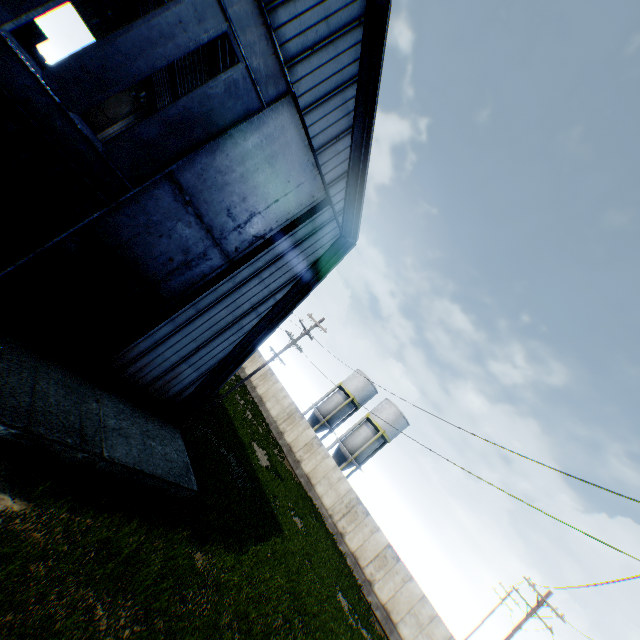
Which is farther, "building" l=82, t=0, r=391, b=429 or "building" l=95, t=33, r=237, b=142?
"building" l=95, t=33, r=237, b=142

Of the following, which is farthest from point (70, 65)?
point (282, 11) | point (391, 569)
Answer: point (391, 569)

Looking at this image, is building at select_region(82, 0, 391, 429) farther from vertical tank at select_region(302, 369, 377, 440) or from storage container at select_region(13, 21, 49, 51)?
vertical tank at select_region(302, 369, 377, 440)

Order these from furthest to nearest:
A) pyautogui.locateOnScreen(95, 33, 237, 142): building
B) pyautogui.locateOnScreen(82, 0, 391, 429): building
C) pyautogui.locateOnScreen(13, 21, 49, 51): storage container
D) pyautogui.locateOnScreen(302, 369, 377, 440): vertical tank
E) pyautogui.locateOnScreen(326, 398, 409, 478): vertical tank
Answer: pyautogui.locateOnScreen(302, 369, 377, 440): vertical tank → pyautogui.locateOnScreen(326, 398, 409, 478): vertical tank → pyautogui.locateOnScreen(13, 21, 49, 51): storage container → pyautogui.locateOnScreen(95, 33, 237, 142): building → pyautogui.locateOnScreen(82, 0, 391, 429): building

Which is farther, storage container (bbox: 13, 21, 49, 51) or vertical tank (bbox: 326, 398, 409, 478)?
vertical tank (bbox: 326, 398, 409, 478)

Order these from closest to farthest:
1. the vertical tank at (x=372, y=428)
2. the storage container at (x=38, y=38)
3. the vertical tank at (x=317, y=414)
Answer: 1. the storage container at (x=38, y=38)
2. the vertical tank at (x=372, y=428)
3. the vertical tank at (x=317, y=414)

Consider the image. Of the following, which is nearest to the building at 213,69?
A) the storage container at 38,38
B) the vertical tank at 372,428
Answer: the storage container at 38,38
